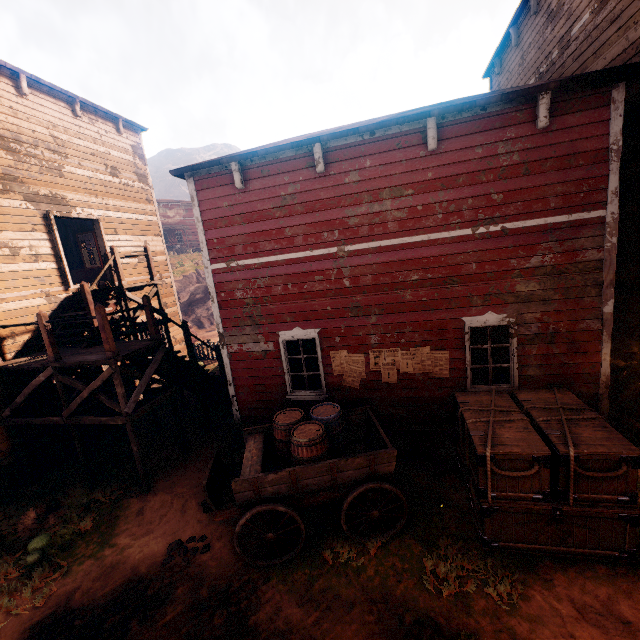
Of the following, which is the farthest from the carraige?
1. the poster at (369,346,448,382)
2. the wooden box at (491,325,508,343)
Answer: the wooden box at (491,325,508,343)

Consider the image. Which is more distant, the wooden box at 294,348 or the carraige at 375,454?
the wooden box at 294,348

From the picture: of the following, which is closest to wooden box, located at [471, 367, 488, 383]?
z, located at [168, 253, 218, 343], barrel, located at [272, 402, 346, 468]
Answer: z, located at [168, 253, 218, 343]

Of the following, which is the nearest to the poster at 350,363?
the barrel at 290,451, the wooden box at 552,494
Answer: the barrel at 290,451

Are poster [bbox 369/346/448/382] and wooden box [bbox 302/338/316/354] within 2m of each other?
yes

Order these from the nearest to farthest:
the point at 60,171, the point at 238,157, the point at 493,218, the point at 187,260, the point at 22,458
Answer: the point at 493,218 < the point at 238,157 < the point at 22,458 < the point at 60,171 < the point at 187,260

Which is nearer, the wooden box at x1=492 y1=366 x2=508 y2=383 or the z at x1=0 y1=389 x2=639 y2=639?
the z at x1=0 y1=389 x2=639 y2=639

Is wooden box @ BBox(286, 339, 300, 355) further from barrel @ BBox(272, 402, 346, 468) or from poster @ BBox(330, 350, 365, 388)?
barrel @ BBox(272, 402, 346, 468)
